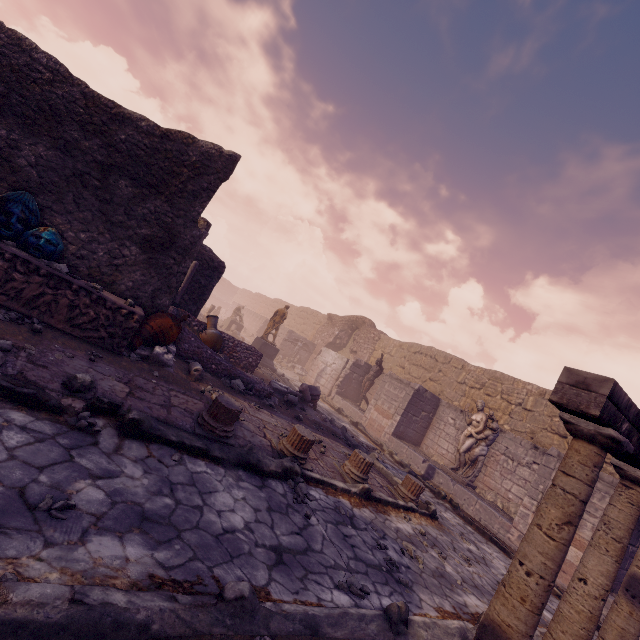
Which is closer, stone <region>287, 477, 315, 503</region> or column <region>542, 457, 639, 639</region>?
column <region>542, 457, 639, 639</region>

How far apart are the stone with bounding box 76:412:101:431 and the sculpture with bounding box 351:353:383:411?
13.21m

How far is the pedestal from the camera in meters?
15.9

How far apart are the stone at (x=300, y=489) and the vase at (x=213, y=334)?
5.5m

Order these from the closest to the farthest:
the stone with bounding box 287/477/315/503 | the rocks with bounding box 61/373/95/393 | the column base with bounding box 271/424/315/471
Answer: the rocks with bounding box 61/373/95/393
the stone with bounding box 287/477/315/503
the column base with bounding box 271/424/315/471

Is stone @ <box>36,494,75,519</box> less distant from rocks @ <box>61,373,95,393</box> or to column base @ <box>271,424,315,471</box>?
rocks @ <box>61,373,95,393</box>

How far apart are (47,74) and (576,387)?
8.1m

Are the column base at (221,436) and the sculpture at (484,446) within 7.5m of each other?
no
